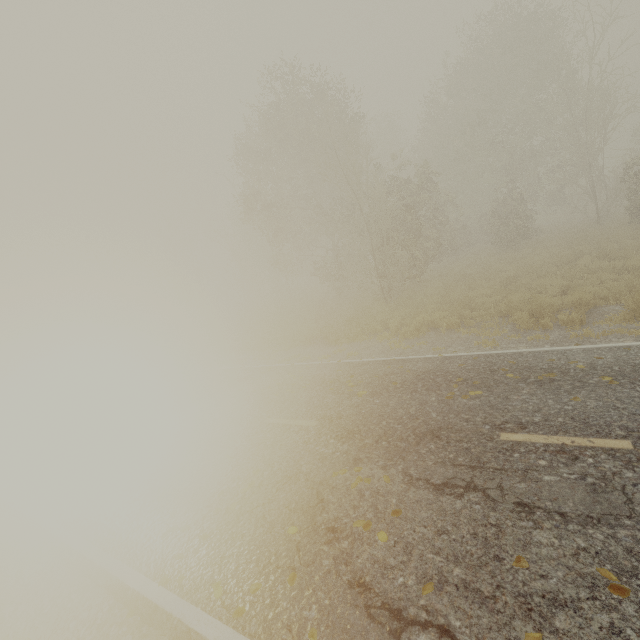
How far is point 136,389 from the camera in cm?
1402

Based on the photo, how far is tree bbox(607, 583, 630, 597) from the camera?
2.8m

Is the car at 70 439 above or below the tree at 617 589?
above

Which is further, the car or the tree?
the car

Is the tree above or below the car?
below

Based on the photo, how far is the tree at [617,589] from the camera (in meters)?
2.76
